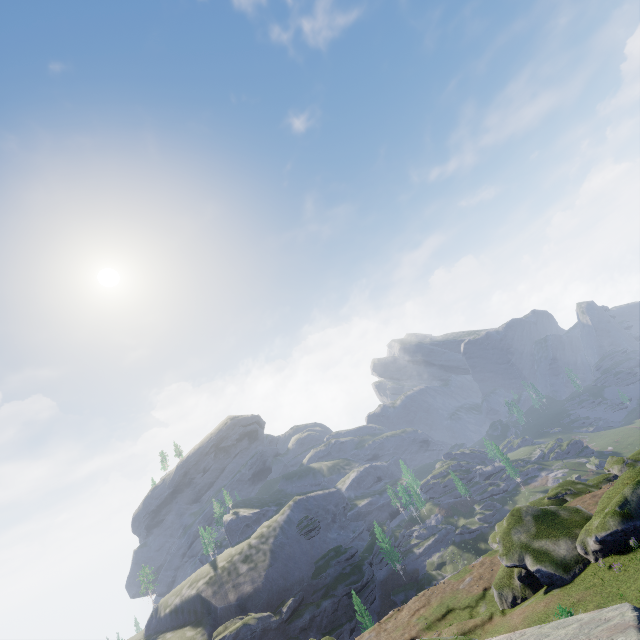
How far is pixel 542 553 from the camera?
29.0 meters
